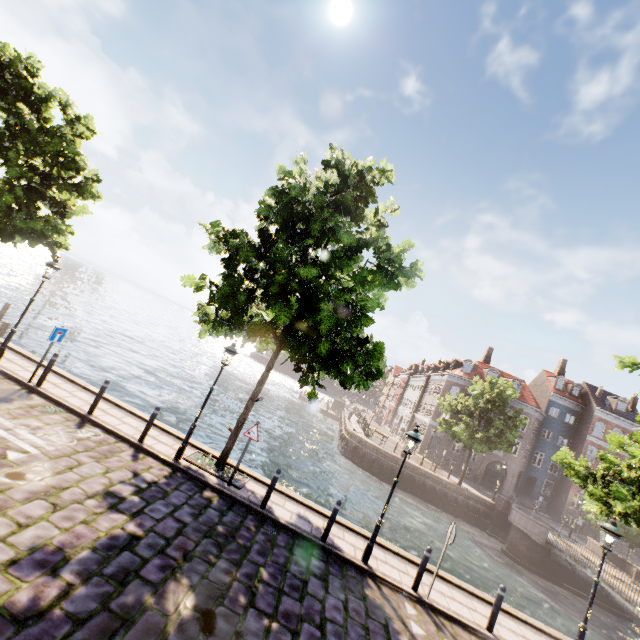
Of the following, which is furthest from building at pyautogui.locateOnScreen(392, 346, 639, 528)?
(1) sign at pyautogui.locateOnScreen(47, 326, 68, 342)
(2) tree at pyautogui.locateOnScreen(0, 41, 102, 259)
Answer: (1) sign at pyautogui.locateOnScreen(47, 326, 68, 342)

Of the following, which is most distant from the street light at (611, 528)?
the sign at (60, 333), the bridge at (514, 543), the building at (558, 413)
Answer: the building at (558, 413)

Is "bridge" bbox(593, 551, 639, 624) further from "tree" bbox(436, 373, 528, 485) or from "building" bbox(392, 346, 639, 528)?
"building" bbox(392, 346, 639, 528)

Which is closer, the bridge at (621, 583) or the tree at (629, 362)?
the tree at (629, 362)

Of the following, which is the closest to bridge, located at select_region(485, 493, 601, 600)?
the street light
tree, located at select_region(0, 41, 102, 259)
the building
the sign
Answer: tree, located at select_region(0, 41, 102, 259)

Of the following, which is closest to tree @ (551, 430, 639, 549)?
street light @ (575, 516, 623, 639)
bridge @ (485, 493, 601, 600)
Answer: street light @ (575, 516, 623, 639)

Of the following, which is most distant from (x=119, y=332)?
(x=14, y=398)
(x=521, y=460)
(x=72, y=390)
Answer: (x=521, y=460)

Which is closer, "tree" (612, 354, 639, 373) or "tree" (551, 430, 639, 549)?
"tree" (551, 430, 639, 549)
